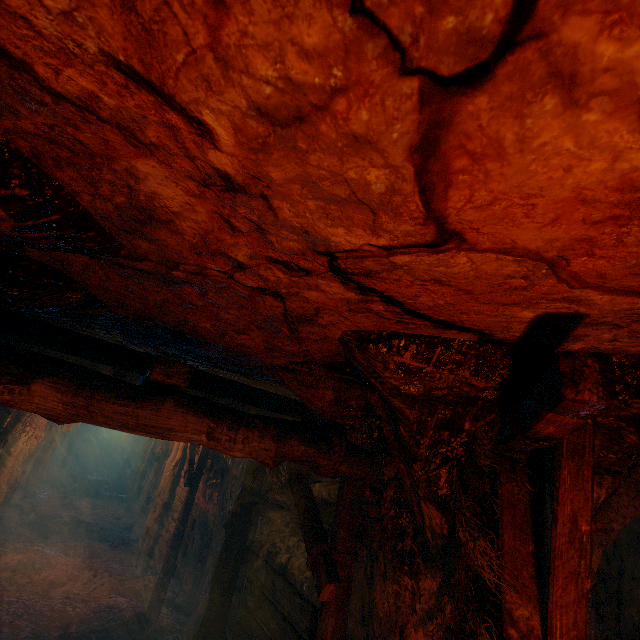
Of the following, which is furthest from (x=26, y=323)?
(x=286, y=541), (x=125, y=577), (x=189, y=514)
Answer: (x=125, y=577)

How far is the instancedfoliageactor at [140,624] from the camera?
6.43m

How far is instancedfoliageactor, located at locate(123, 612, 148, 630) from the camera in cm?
643

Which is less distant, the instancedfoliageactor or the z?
the z

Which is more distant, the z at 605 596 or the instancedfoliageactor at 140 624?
the instancedfoliageactor at 140 624
